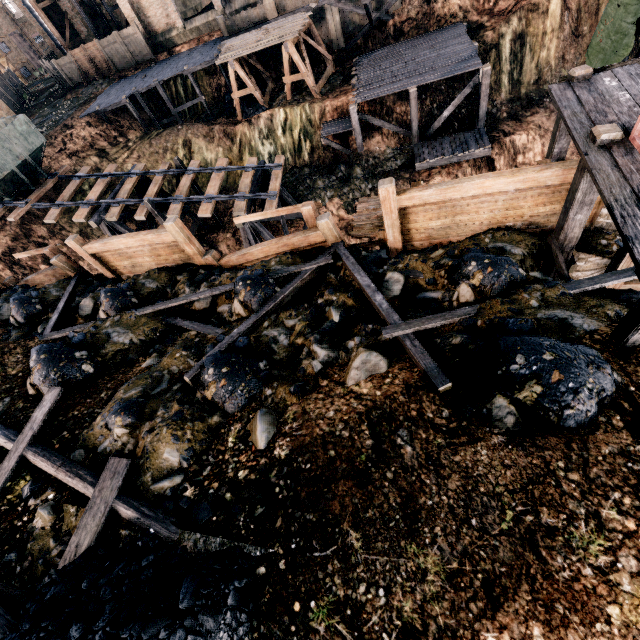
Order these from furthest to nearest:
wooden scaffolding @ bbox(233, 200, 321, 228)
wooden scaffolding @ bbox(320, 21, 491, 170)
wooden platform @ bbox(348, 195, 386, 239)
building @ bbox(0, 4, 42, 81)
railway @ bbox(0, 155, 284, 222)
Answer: building @ bbox(0, 4, 42, 81), wooden scaffolding @ bbox(320, 21, 491, 170), railway @ bbox(0, 155, 284, 222), wooden platform @ bbox(348, 195, 386, 239), wooden scaffolding @ bbox(233, 200, 321, 228)

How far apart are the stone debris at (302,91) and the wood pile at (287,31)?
3.5m

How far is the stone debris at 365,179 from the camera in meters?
23.8

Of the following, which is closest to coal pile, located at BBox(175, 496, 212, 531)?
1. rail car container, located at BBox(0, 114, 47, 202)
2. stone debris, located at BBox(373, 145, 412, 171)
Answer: stone debris, located at BBox(373, 145, 412, 171)

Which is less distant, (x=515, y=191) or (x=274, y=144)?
(x=515, y=191)

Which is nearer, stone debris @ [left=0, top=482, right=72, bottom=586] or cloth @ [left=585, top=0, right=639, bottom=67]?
stone debris @ [left=0, top=482, right=72, bottom=586]

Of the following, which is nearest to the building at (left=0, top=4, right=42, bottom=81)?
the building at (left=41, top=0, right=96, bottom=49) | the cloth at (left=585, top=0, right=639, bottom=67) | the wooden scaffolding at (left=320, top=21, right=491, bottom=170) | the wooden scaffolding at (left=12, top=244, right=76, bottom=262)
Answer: the building at (left=41, top=0, right=96, bottom=49)

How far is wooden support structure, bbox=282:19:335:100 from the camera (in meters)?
23.97
